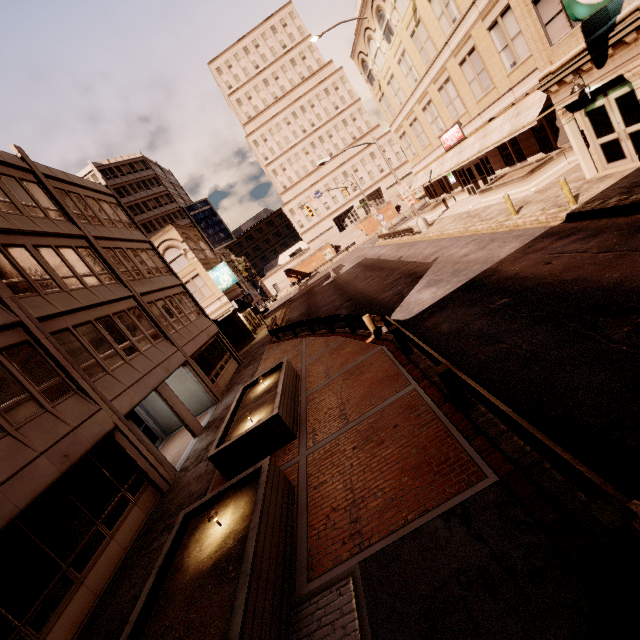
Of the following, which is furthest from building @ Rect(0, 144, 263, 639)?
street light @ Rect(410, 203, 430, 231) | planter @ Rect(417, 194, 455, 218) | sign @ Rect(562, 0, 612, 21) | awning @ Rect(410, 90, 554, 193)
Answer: awning @ Rect(410, 90, 554, 193)

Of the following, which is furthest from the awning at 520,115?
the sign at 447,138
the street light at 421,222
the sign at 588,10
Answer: the sign at 588,10

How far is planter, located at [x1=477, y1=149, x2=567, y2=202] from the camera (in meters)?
18.27

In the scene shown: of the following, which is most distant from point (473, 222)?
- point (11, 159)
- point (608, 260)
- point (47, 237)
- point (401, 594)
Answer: point (11, 159)

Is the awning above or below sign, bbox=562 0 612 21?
below

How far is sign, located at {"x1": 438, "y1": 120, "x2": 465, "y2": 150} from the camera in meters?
25.1

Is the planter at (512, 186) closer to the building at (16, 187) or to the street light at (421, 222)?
the street light at (421, 222)

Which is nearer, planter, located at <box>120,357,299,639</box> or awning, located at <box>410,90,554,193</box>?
planter, located at <box>120,357,299,639</box>
